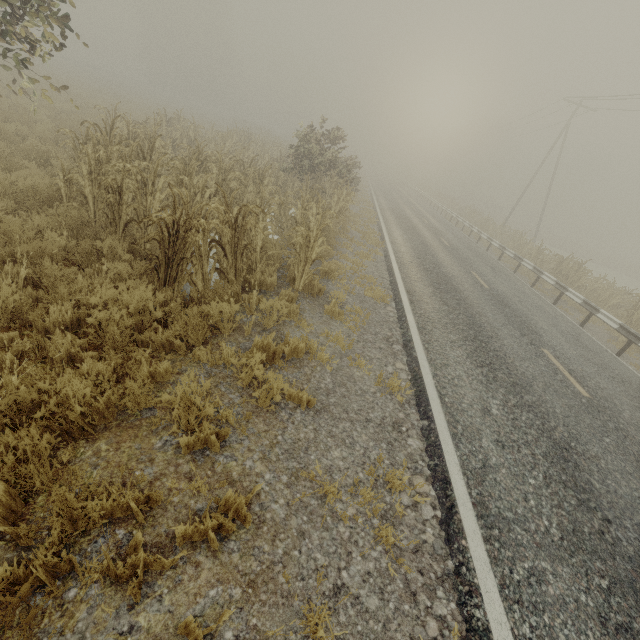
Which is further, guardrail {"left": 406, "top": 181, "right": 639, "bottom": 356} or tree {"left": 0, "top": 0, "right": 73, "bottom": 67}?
guardrail {"left": 406, "top": 181, "right": 639, "bottom": 356}

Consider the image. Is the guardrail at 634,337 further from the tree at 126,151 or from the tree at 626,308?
the tree at 126,151

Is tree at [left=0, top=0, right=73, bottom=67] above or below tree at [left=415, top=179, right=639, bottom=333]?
above

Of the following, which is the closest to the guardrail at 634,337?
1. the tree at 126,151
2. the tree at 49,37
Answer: the tree at 49,37

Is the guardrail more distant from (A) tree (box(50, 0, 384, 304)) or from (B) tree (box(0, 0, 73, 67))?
(A) tree (box(50, 0, 384, 304))

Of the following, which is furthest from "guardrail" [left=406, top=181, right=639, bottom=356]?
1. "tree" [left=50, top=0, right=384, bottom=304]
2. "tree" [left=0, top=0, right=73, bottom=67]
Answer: "tree" [left=50, top=0, right=384, bottom=304]

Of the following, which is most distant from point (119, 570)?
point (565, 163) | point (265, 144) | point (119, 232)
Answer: point (565, 163)
